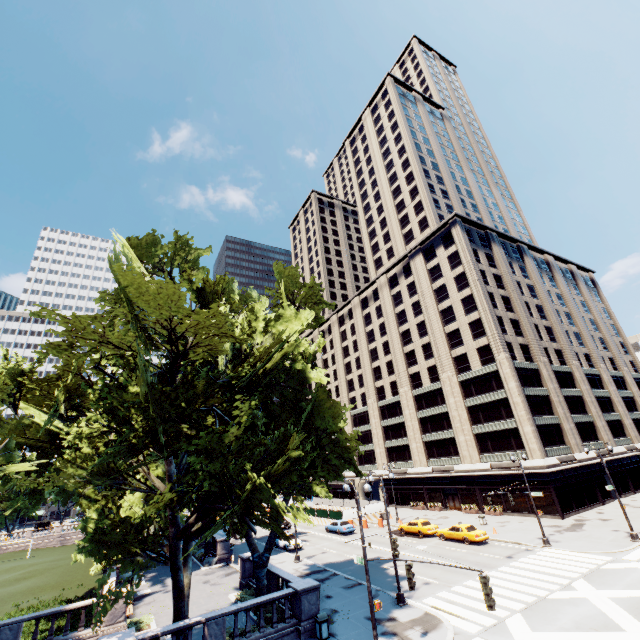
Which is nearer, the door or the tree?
the tree

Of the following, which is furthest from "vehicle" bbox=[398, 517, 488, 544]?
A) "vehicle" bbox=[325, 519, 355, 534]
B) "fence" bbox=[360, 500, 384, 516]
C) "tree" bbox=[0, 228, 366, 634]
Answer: "tree" bbox=[0, 228, 366, 634]

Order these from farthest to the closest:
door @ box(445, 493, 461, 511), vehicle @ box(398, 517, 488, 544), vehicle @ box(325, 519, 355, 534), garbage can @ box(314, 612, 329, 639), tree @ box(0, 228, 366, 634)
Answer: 1. door @ box(445, 493, 461, 511)
2. vehicle @ box(325, 519, 355, 534)
3. vehicle @ box(398, 517, 488, 544)
4. garbage can @ box(314, 612, 329, 639)
5. tree @ box(0, 228, 366, 634)

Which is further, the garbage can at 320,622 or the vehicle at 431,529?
the vehicle at 431,529

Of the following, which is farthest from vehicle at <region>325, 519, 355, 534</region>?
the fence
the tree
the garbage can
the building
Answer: the garbage can

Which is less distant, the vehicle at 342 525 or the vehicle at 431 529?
the vehicle at 431 529

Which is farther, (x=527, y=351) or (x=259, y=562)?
(x=527, y=351)

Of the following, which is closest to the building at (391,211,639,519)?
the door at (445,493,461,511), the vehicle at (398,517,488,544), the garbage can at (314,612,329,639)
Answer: the door at (445,493,461,511)
